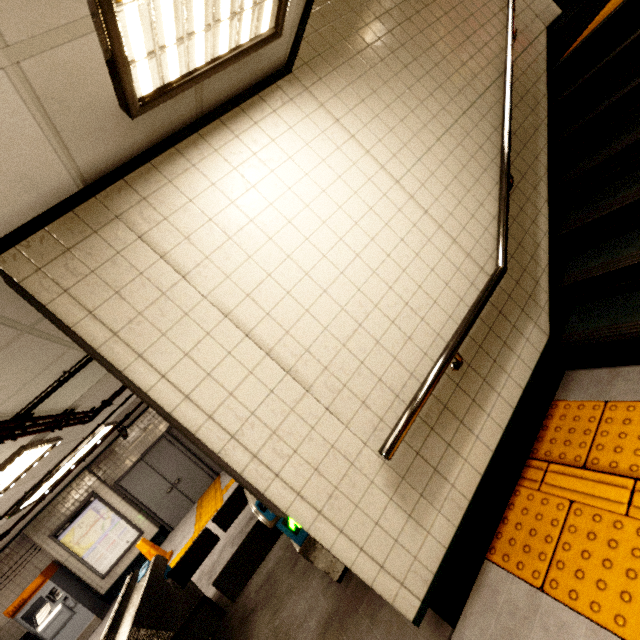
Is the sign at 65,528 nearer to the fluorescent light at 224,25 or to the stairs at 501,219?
the stairs at 501,219

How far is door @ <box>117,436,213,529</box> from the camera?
9.1 meters

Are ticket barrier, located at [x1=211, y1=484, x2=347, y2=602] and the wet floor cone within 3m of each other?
no

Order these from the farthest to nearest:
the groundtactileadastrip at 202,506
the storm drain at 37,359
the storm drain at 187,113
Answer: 1. the groundtactileadastrip at 202,506
2. the storm drain at 37,359
3. the storm drain at 187,113

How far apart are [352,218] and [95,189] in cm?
139

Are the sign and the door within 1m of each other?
yes

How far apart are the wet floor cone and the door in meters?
1.9

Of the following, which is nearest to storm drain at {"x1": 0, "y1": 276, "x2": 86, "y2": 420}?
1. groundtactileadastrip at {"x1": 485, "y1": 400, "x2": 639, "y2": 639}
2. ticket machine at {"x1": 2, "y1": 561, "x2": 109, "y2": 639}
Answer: ticket machine at {"x1": 2, "y1": 561, "x2": 109, "y2": 639}
